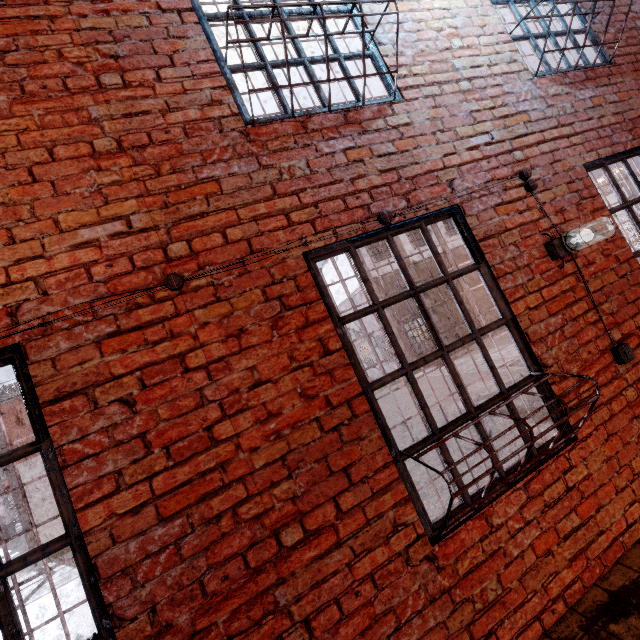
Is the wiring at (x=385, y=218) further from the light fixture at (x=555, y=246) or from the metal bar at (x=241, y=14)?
the metal bar at (x=241, y=14)

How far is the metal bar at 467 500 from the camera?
2.1 meters

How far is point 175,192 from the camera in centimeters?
202cm

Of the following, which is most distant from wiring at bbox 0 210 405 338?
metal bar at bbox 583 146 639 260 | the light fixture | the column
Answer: the column

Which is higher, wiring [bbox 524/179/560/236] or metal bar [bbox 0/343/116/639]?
wiring [bbox 524/179/560/236]

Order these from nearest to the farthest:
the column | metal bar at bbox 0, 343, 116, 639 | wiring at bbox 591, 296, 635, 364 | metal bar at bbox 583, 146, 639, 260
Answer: metal bar at bbox 0, 343, 116, 639 < wiring at bbox 591, 296, 635, 364 < metal bar at bbox 583, 146, 639, 260 < the column

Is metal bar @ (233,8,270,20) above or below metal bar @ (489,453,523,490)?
above

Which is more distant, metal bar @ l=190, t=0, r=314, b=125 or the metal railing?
the metal railing
